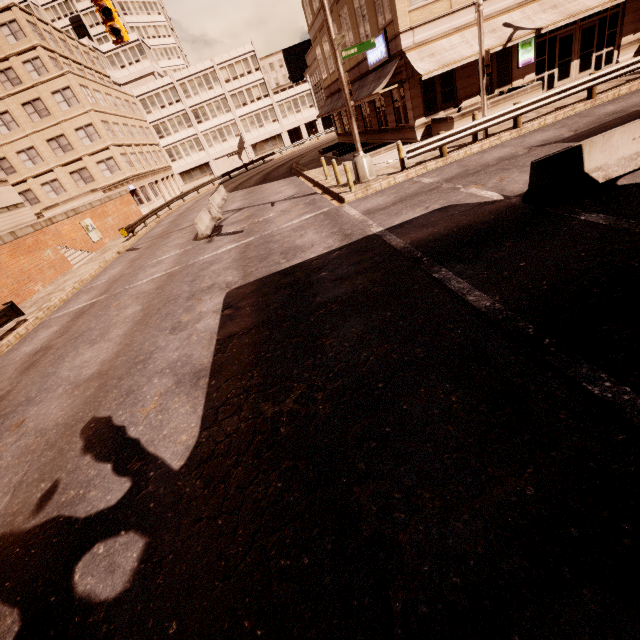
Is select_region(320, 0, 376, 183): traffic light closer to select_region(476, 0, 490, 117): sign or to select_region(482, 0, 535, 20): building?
select_region(476, 0, 490, 117): sign

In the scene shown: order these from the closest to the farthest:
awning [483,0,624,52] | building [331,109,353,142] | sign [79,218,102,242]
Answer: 1. awning [483,0,624,52]
2. sign [79,218,102,242]
3. building [331,109,353,142]

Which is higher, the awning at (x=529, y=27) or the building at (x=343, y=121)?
the awning at (x=529, y=27)

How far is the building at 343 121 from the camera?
31.7 meters

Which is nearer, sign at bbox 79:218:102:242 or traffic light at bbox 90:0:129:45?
traffic light at bbox 90:0:129:45

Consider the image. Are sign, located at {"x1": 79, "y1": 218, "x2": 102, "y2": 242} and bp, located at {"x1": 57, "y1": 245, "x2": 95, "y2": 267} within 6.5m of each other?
yes

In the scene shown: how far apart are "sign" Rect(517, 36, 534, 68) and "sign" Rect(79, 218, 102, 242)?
31.90m

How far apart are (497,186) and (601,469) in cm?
894
